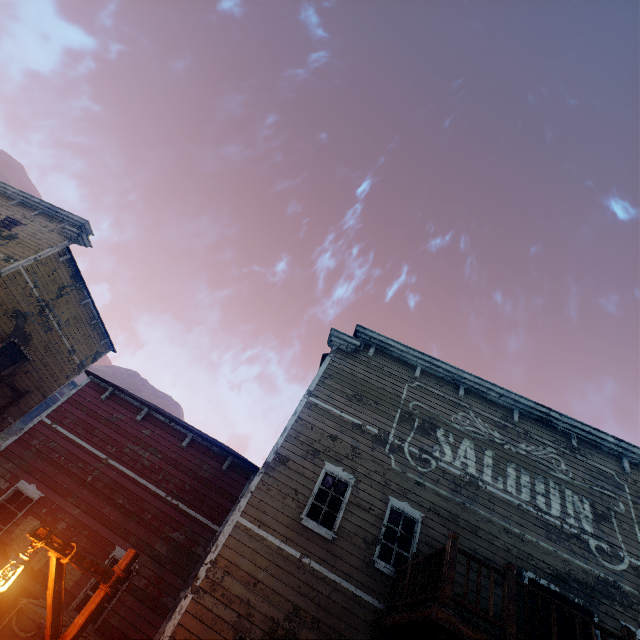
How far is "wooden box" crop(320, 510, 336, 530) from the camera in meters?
8.8

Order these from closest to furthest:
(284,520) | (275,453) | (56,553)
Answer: (56,553), (284,520), (275,453)

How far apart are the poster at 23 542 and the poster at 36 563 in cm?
12

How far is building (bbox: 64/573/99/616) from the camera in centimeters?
854cm

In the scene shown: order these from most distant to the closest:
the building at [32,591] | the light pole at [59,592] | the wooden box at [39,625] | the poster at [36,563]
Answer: the poster at [36,563]
the building at [32,591]
the wooden box at [39,625]
the light pole at [59,592]

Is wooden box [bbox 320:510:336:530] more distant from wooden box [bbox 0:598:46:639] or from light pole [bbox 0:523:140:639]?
light pole [bbox 0:523:140:639]

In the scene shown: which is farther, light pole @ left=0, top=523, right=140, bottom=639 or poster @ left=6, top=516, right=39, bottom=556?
poster @ left=6, top=516, right=39, bottom=556

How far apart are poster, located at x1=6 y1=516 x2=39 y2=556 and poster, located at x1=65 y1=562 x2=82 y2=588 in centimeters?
12cm
